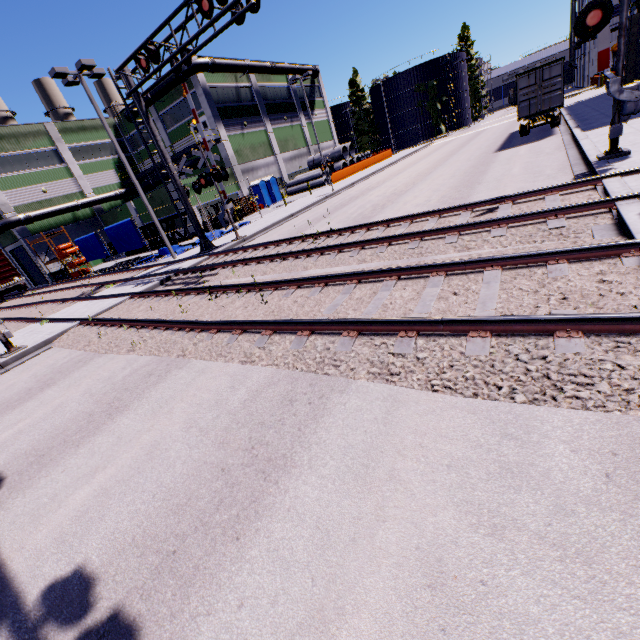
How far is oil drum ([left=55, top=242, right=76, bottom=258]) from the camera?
28.8m

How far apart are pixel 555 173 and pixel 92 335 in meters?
16.1

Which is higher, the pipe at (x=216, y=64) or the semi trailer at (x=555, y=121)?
the pipe at (x=216, y=64)

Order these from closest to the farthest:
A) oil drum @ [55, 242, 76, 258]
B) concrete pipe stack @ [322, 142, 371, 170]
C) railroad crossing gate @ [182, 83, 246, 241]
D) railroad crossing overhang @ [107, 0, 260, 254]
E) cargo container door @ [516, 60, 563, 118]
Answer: railroad crossing overhang @ [107, 0, 260, 254] < railroad crossing gate @ [182, 83, 246, 241] < cargo container door @ [516, 60, 563, 118] < oil drum @ [55, 242, 76, 258] < concrete pipe stack @ [322, 142, 371, 170]

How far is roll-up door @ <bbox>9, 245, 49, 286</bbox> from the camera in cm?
3547

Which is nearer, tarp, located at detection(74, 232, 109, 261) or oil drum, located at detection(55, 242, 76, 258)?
tarp, located at detection(74, 232, 109, 261)

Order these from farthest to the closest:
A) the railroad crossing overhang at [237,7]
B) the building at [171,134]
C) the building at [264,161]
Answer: the building at [171,134] → the building at [264,161] → the railroad crossing overhang at [237,7]

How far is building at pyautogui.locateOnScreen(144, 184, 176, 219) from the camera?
30.75m
